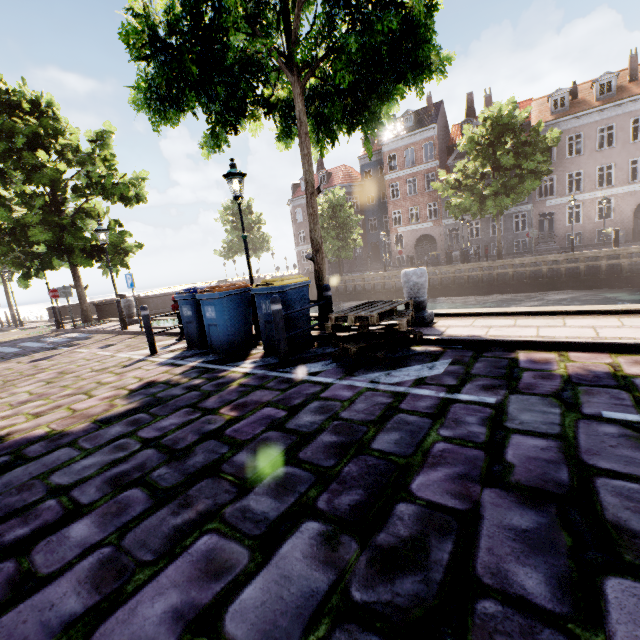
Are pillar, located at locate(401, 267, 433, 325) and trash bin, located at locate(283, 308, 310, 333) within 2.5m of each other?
yes

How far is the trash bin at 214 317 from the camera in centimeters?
552cm

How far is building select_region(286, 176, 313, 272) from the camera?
43.8 meters

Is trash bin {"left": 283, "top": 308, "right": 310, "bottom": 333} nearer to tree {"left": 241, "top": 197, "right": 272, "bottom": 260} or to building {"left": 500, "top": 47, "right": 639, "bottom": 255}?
tree {"left": 241, "top": 197, "right": 272, "bottom": 260}

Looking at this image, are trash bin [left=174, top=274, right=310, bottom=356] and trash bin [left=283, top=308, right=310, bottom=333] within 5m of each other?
yes

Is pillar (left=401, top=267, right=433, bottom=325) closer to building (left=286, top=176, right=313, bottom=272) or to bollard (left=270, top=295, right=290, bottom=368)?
bollard (left=270, top=295, right=290, bottom=368)

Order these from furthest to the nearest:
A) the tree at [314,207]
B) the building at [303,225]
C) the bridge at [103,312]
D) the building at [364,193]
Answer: the building at [303,225]
the building at [364,193]
the bridge at [103,312]
the tree at [314,207]

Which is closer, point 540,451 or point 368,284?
point 540,451
